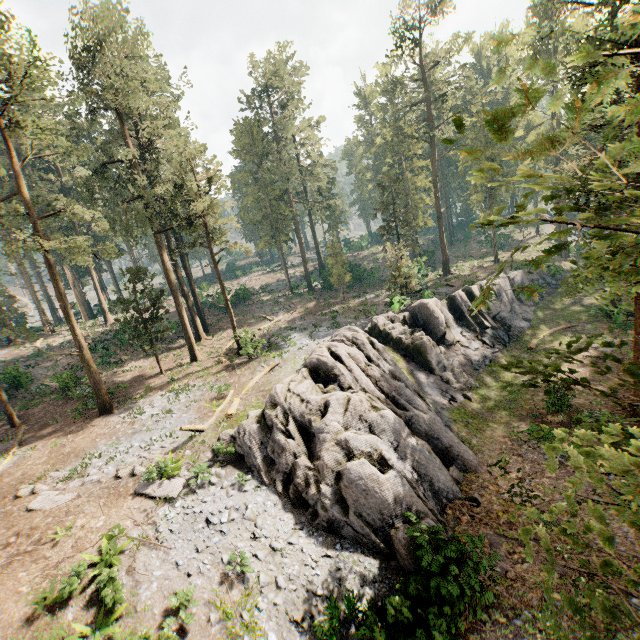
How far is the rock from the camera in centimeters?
1251cm

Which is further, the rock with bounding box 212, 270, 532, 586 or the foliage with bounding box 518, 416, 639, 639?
the rock with bounding box 212, 270, 532, 586

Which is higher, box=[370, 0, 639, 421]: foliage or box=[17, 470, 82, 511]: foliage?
box=[370, 0, 639, 421]: foliage

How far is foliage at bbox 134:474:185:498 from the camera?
13.48m

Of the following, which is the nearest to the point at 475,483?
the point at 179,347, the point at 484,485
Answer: the point at 484,485

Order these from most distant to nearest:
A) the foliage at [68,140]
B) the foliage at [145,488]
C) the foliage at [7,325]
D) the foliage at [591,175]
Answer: the foliage at [7,325], the foliage at [68,140], the foliage at [145,488], the foliage at [591,175]

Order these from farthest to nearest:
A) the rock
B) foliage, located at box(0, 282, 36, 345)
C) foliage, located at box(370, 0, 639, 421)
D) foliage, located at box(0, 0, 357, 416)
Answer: foliage, located at box(0, 282, 36, 345) < foliage, located at box(0, 0, 357, 416) < the rock < foliage, located at box(370, 0, 639, 421)

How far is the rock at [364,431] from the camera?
12.5 meters
